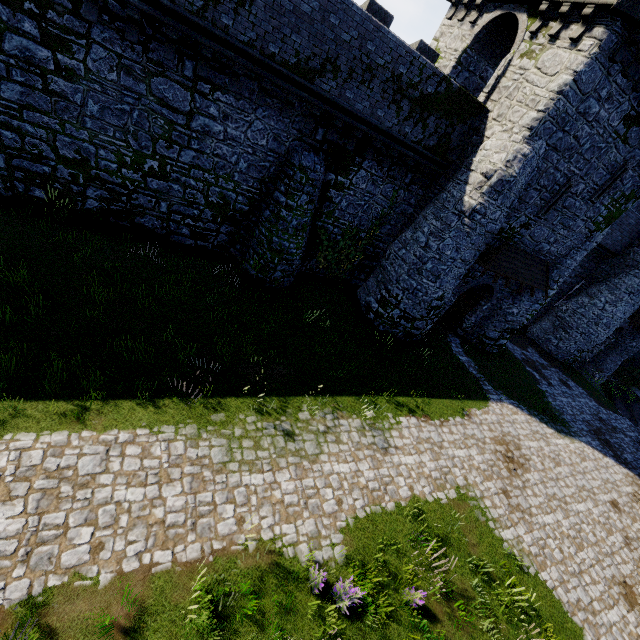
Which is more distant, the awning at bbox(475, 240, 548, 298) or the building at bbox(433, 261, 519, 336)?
the building at bbox(433, 261, 519, 336)

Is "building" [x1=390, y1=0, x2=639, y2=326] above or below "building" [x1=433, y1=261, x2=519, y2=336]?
above

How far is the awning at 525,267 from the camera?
15.6m

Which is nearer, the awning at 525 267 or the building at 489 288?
the awning at 525 267

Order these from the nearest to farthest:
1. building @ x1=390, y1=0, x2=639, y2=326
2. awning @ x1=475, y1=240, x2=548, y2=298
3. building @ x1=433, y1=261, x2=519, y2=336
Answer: building @ x1=390, y1=0, x2=639, y2=326, awning @ x1=475, y1=240, x2=548, y2=298, building @ x1=433, y1=261, x2=519, y2=336

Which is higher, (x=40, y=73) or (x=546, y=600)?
(x=40, y=73)

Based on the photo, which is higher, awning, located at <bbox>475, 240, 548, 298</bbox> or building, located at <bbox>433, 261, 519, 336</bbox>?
awning, located at <bbox>475, 240, 548, 298</bbox>

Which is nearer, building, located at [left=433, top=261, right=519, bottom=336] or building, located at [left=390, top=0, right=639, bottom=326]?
building, located at [left=390, top=0, right=639, bottom=326]
